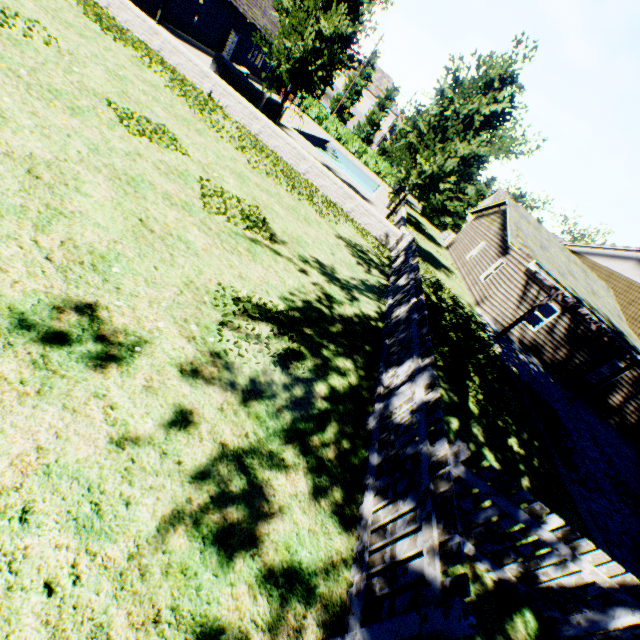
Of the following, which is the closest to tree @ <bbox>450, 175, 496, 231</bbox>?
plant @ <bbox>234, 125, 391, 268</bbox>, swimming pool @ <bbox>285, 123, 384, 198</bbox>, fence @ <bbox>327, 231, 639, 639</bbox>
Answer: fence @ <bbox>327, 231, 639, 639</bbox>

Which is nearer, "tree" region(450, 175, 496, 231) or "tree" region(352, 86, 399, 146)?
"tree" region(352, 86, 399, 146)

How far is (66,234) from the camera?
3.7m

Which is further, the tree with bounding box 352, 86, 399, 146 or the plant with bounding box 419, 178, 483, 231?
the tree with bounding box 352, 86, 399, 146

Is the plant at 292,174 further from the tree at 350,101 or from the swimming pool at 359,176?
the swimming pool at 359,176

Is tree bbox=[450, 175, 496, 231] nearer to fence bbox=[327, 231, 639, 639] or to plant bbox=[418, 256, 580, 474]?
fence bbox=[327, 231, 639, 639]

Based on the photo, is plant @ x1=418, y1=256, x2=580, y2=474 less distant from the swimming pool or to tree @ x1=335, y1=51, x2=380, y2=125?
tree @ x1=335, y1=51, x2=380, y2=125

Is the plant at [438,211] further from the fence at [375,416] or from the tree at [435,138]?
the tree at [435,138]
